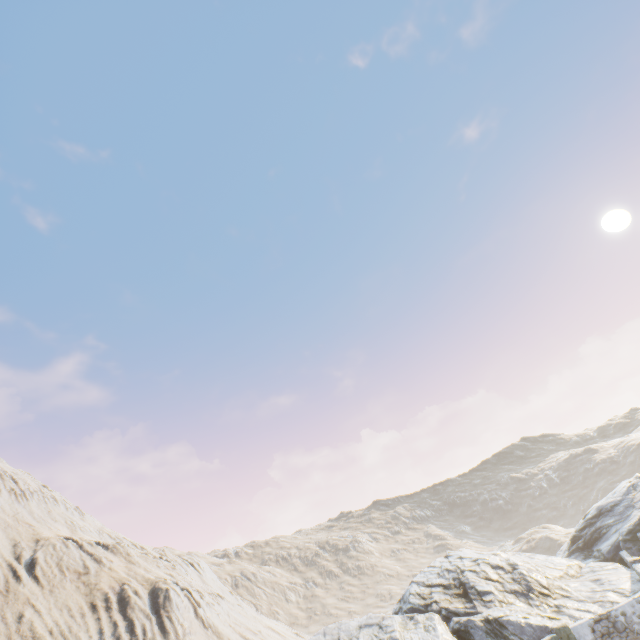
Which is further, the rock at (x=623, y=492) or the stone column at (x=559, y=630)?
the rock at (x=623, y=492)

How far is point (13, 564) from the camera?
35.16m

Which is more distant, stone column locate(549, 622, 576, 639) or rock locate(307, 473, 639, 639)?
rock locate(307, 473, 639, 639)
